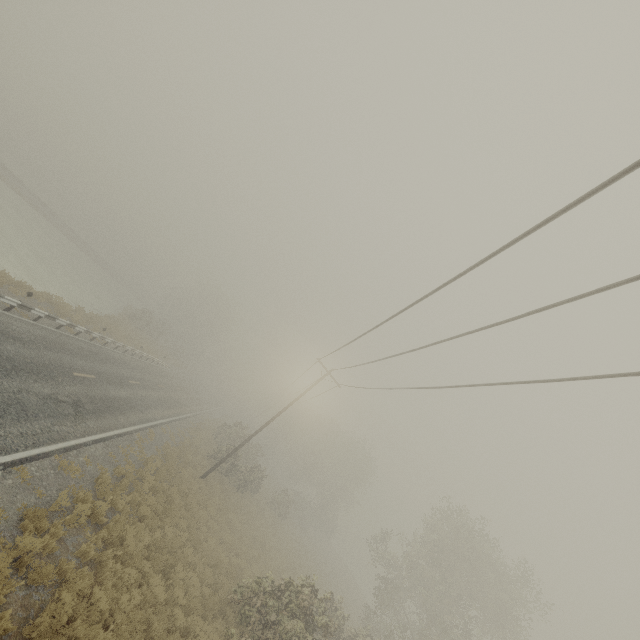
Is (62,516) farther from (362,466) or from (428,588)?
(362,466)
